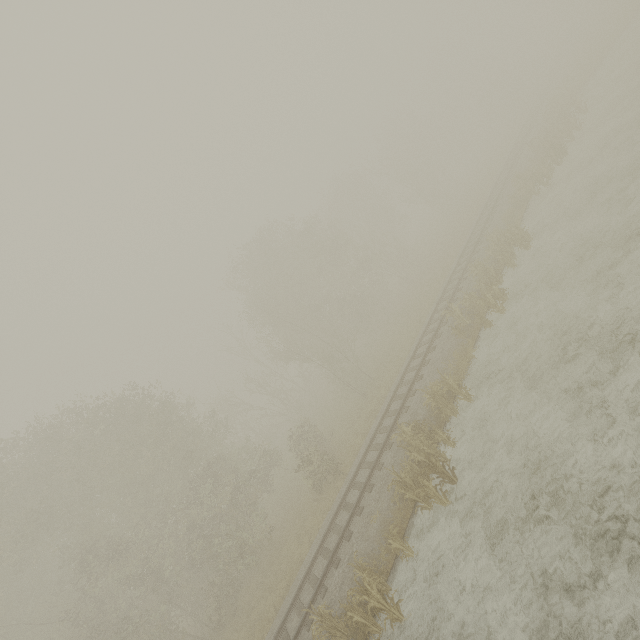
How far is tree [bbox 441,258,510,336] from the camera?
15.2 meters

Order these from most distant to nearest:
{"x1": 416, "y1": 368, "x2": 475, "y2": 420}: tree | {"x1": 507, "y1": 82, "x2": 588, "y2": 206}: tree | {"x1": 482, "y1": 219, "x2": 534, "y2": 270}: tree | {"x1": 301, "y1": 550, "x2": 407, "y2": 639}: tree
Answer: {"x1": 507, "y1": 82, "x2": 588, "y2": 206}: tree
{"x1": 482, "y1": 219, "x2": 534, "y2": 270}: tree
{"x1": 416, "y1": 368, "x2": 475, "y2": 420}: tree
{"x1": 301, "y1": 550, "x2": 407, "y2": 639}: tree

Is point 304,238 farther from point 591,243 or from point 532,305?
point 591,243

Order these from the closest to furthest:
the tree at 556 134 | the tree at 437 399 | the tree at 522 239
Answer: the tree at 437 399 < the tree at 522 239 < the tree at 556 134

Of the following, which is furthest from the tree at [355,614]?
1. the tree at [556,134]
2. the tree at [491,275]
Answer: the tree at [556,134]

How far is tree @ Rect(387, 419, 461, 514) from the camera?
10.48m

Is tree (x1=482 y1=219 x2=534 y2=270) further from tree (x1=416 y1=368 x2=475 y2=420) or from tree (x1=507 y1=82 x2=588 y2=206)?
tree (x1=507 y1=82 x2=588 y2=206)
